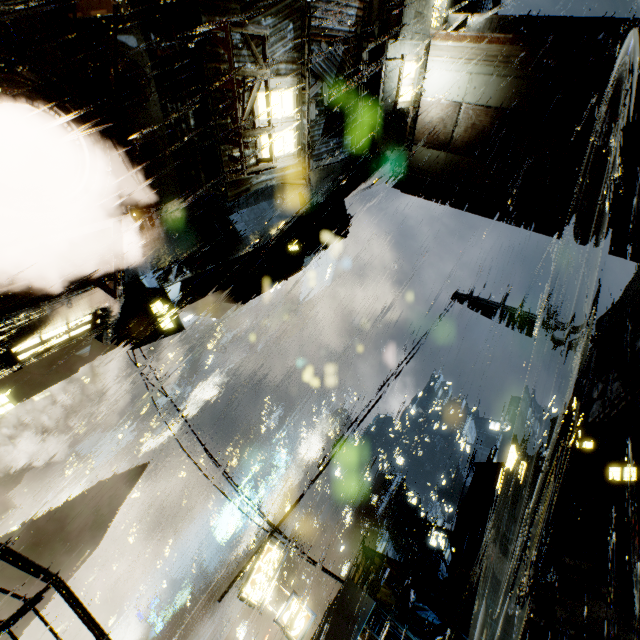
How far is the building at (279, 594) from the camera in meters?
45.6 m

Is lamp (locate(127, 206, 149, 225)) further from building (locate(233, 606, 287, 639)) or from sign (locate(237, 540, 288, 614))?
sign (locate(237, 540, 288, 614))

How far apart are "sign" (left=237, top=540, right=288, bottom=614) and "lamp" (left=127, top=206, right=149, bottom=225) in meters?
14.7 m

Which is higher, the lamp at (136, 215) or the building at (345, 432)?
the building at (345, 432)

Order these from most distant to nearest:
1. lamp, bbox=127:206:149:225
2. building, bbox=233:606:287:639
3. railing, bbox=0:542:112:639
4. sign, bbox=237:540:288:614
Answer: building, bbox=233:606:287:639
sign, bbox=237:540:288:614
lamp, bbox=127:206:149:225
railing, bbox=0:542:112:639

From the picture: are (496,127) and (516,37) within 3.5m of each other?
yes

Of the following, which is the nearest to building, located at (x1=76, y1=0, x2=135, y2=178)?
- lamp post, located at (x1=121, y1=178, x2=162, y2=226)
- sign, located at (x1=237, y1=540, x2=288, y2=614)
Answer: lamp post, located at (x1=121, y1=178, x2=162, y2=226)

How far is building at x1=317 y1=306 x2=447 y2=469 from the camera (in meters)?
15.30
